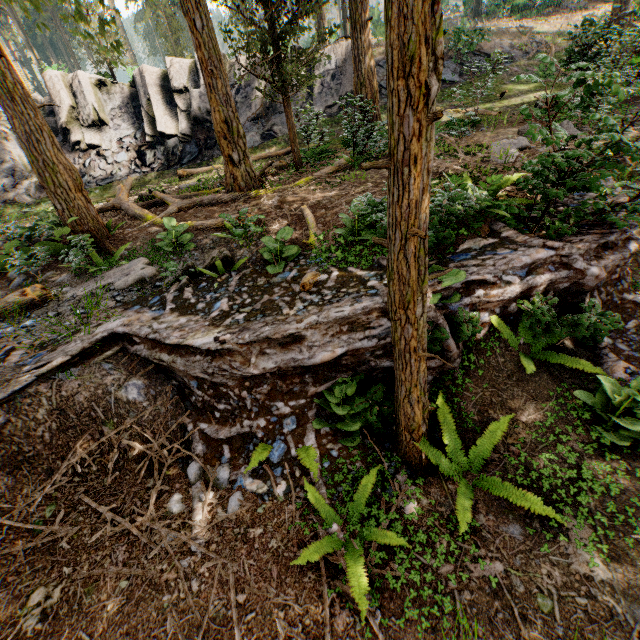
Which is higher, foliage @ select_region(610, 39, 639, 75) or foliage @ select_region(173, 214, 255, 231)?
foliage @ select_region(610, 39, 639, 75)

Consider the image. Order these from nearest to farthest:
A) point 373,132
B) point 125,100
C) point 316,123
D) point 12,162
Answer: point 373,132, point 316,123, point 12,162, point 125,100

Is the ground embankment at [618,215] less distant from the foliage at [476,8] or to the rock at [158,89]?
the foliage at [476,8]

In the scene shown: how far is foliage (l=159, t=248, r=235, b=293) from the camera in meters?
6.4 m

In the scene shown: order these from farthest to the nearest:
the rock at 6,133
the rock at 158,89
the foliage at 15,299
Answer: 1. the rock at 158,89
2. the rock at 6,133
3. the foliage at 15,299

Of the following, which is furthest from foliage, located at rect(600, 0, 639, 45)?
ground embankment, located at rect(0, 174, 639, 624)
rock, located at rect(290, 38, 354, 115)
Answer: rock, located at rect(290, 38, 354, 115)

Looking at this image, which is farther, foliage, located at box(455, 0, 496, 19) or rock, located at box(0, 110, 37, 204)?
foliage, located at box(455, 0, 496, 19)
